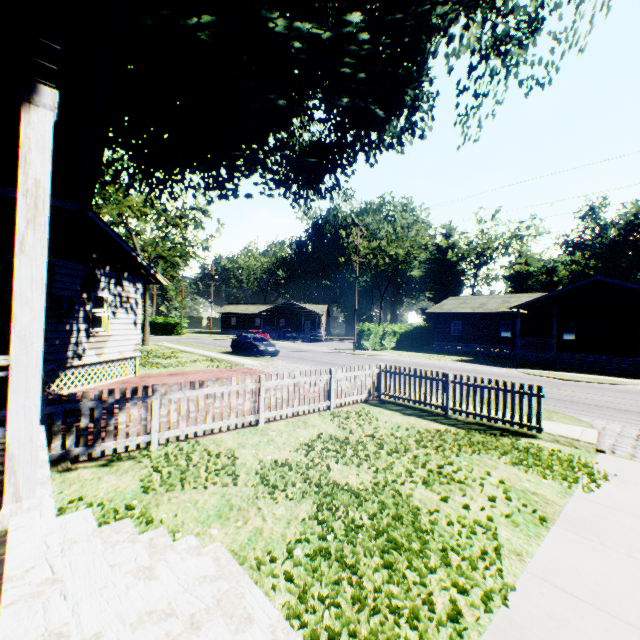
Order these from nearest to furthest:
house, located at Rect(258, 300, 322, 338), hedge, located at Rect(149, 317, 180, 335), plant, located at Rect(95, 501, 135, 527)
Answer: plant, located at Rect(95, 501, 135, 527), hedge, located at Rect(149, 317, 180, 335), house, located at Rect(258, 300, 322, 338)

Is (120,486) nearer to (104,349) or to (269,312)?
(104,349)

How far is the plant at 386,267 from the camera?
48.8m

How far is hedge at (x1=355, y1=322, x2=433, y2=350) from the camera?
33.34m

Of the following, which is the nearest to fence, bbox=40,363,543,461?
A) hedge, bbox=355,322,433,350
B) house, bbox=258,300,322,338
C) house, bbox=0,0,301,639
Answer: house, bbox=0,0,301,639

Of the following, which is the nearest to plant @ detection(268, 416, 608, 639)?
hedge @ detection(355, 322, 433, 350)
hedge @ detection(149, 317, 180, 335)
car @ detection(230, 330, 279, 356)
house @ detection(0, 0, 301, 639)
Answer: house @ detection(0, 0, 301, 639)

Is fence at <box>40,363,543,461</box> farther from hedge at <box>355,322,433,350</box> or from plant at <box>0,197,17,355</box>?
hedge at <box>355,322,433,350</box>

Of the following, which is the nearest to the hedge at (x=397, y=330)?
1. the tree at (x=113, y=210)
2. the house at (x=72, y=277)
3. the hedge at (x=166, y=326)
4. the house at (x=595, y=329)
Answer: the house at (x=595, y=329)
